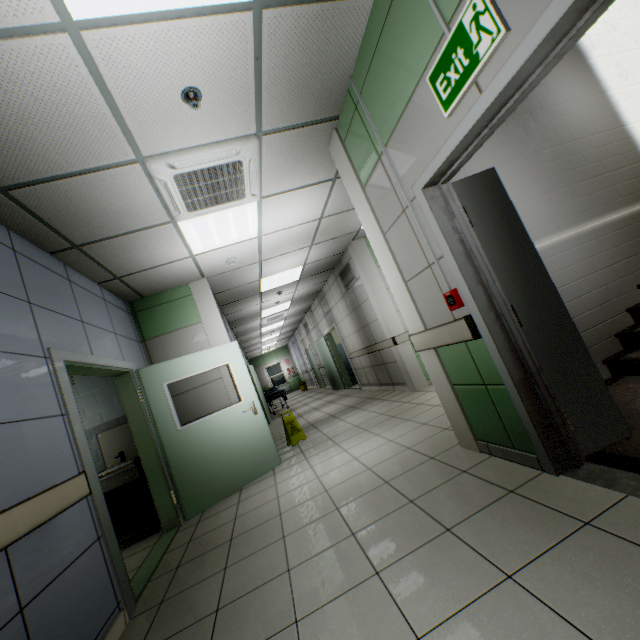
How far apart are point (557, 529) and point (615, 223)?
3.7m

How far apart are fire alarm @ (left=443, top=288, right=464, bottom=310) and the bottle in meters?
4.6

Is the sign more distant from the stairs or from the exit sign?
the exit sign

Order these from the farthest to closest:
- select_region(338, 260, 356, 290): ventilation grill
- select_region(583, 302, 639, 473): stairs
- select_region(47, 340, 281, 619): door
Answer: select_region(338, 260, 356, 290): ventilation grill, select_region(47, 340, 281, 619): door, select_region(583, 302, 639, 473): stairs

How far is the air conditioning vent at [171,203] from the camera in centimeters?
272cm

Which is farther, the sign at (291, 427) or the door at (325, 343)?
the door at (325, 343)

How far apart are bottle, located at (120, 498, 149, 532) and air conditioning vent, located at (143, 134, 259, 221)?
3.7m

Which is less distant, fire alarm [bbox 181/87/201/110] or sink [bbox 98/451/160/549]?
fire alarm [bbox 181/87/201/110]
